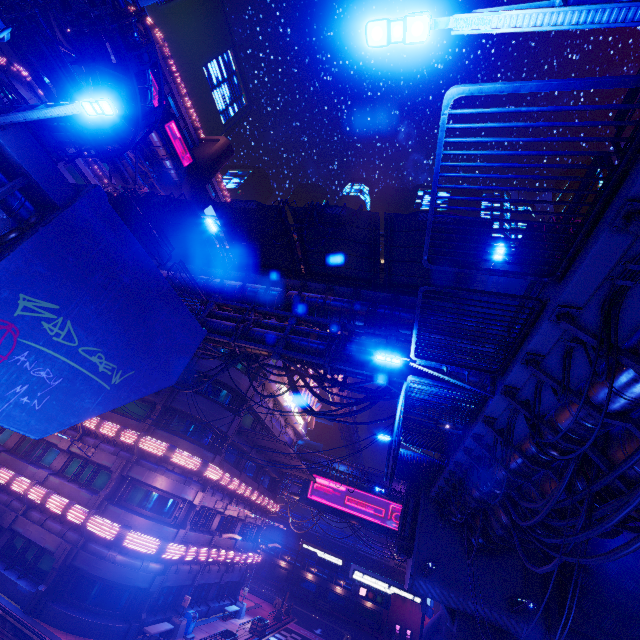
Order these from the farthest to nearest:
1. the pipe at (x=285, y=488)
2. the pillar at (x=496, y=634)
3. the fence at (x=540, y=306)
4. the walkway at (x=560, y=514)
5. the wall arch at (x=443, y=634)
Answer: the pipe at (x=285, y=488) → the wall arch at (x=443, y=634) → the pillar at (x=496, y=634) → the walkway at (x=560, y=514) → the fence at (x=540, y=306)

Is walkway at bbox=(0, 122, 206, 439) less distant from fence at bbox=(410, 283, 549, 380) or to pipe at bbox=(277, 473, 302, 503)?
fence at bbox=(410, 283, 549, 380)

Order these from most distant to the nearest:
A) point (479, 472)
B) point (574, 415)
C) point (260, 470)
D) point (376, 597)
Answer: point (260, 470) → point (376, 597) → point (479, 472) → point (574, 415)

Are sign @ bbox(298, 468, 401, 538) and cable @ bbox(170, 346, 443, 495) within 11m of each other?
no

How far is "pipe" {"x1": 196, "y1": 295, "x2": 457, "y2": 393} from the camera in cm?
1398

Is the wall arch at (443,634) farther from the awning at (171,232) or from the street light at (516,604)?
the awning at (171,232)

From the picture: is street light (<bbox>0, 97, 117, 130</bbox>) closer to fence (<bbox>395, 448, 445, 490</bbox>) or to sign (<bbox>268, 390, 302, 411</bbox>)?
fence (<bbox>395, 448, 445, 490</bbox>)

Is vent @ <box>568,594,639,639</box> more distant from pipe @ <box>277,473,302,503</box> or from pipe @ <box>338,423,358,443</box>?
pipe @ <box>277,473,302,503</box>
